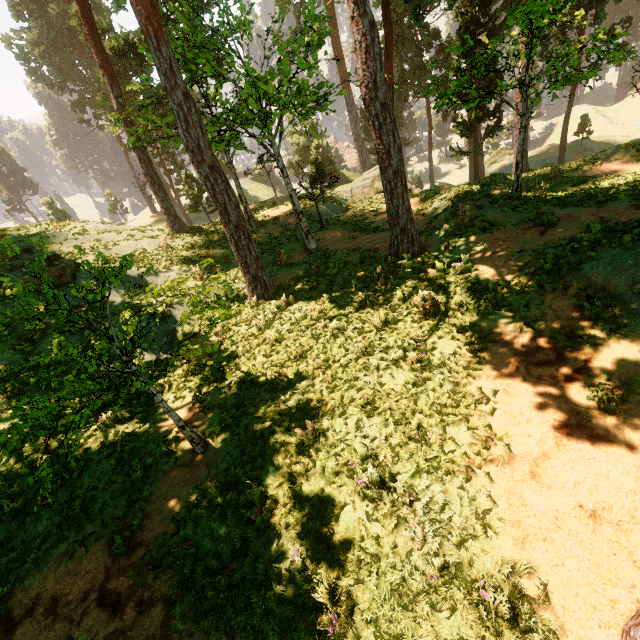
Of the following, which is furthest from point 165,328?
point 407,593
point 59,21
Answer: point 59,21

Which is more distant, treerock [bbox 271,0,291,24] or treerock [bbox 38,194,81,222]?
treerock [bbox 38,194,81,222]

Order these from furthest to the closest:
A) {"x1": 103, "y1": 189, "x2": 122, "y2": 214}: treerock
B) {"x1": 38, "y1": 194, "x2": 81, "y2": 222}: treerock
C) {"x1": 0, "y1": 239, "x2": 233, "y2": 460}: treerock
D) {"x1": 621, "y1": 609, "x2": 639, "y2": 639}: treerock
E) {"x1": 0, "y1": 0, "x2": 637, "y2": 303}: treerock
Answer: {"x1": 103, "y1": 189, "x2": 122, "y2": 214}: treerock, {"x1": 38, "y1": 194, "x2": 81, "y2": 222}: treerock, {"x1": 0, "y1": 0, "x2": 637, "y2": 303}: treerock, {"x1": 0, "y1": 239, "x2": 233, "y2": 460}: treerock, {"x1": 621, "y1": 609, "x2": 639, "y2": 639}: treerock

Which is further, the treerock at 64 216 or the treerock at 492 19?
the treerock at 64 216

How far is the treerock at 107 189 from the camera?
57.0m
